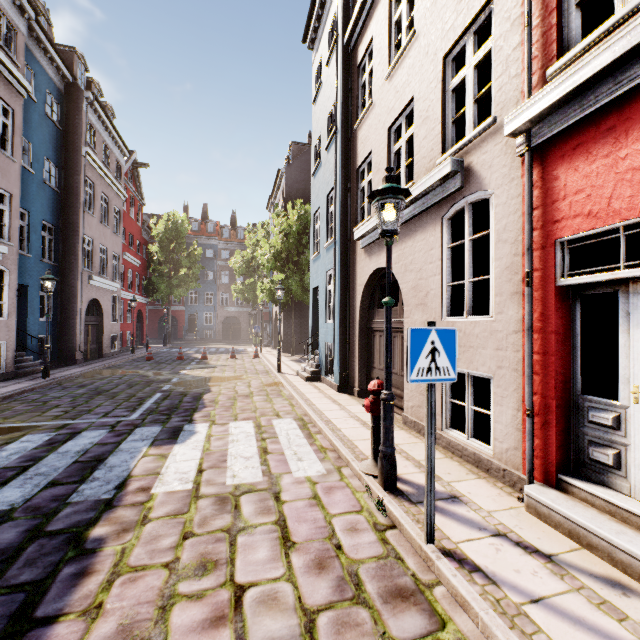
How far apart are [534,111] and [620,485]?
3.8 meters

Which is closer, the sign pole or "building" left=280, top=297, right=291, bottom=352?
the sign pole

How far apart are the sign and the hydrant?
1.5 meters

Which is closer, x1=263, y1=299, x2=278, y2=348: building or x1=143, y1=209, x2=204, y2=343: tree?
x1=263, y1=299, x2=278, y2=348: building

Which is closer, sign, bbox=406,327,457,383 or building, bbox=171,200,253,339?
sign, bbox=406,327,457,383

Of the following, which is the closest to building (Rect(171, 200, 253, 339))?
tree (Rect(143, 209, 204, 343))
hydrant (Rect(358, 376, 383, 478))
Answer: hydrant (Rect(358, 376, 383, 478))

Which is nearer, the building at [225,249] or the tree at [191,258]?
the tree at [191,258]

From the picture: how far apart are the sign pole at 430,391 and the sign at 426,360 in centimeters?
2cm
